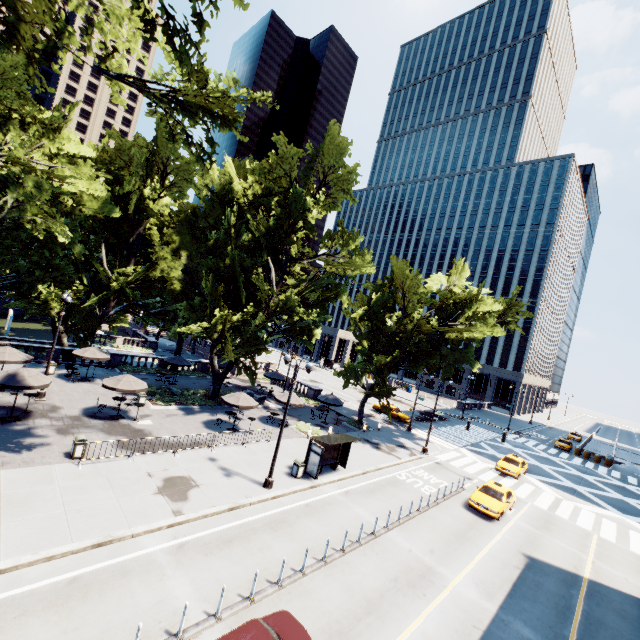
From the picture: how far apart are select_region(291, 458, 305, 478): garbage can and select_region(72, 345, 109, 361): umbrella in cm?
1910

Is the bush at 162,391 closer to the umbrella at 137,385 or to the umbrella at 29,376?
the umbrella at 137,385

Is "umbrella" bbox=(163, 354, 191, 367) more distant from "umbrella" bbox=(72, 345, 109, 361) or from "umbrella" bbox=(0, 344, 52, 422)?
"umbrella" bbox=(0, 344, 52, 422)

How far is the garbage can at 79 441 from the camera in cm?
1574

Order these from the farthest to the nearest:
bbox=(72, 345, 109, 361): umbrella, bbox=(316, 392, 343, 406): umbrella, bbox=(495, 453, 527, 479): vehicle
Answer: bbox=(316, 392, 343, 406): umbrella → bbox=(495, 453, 527, 479): vehicle → bbox=(72, 345, 109, 361): umbrella

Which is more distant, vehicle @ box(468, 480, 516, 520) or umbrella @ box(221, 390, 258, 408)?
umbrella @ box(221, 390, 258, 408)

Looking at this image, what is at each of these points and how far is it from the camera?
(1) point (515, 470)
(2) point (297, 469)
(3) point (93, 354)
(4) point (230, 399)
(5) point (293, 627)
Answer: (1) vehicle, 29.0m
(2) garbage can, 19.0m
(3) umbrella, 26.8m
(4) umbrella, 23.6m
(5) vehicle, 8.8m

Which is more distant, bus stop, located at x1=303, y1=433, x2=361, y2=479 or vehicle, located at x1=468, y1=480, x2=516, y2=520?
vehicle, located at x1=468, y1=480, x2=516, y2=520
